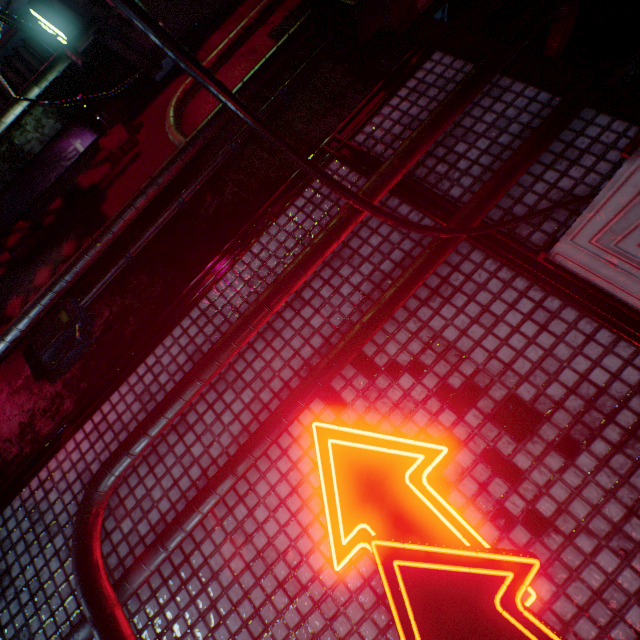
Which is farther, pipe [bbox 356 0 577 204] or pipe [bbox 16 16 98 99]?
pipe [bbox 16 16 98 99]

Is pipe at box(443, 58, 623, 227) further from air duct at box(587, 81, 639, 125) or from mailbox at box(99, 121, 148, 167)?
mailbox at box(99, 121, 148, 167)

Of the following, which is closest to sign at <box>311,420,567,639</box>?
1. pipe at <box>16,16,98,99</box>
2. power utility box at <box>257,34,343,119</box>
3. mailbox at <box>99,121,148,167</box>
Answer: power utility box at <box>257,34,343,119</box>

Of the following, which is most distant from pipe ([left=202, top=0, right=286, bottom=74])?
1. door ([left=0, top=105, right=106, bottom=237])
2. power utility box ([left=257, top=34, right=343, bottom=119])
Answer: door ([left=0, top=105, right=106, bottom=237])

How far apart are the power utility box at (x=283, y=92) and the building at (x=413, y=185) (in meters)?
0.23

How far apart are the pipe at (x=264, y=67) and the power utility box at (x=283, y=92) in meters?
0.1 m

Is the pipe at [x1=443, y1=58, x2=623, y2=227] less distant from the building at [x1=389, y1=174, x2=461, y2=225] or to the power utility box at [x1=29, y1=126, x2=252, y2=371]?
the building at [x1=389, y1=174, x2=461, y2=225]

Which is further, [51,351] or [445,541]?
[51,351]
